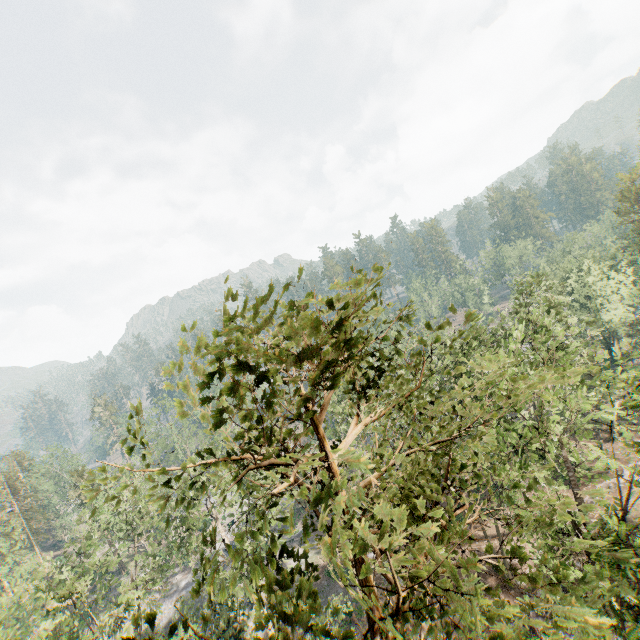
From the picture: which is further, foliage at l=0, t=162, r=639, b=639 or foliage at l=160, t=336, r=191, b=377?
foliage at l=160, t=336, r=191, b=377

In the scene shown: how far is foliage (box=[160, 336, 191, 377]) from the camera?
4.17m

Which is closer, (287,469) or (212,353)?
(287,469)

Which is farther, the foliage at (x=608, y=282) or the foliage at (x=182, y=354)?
the foliage at (x=182, y=354)

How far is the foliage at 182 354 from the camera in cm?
417
